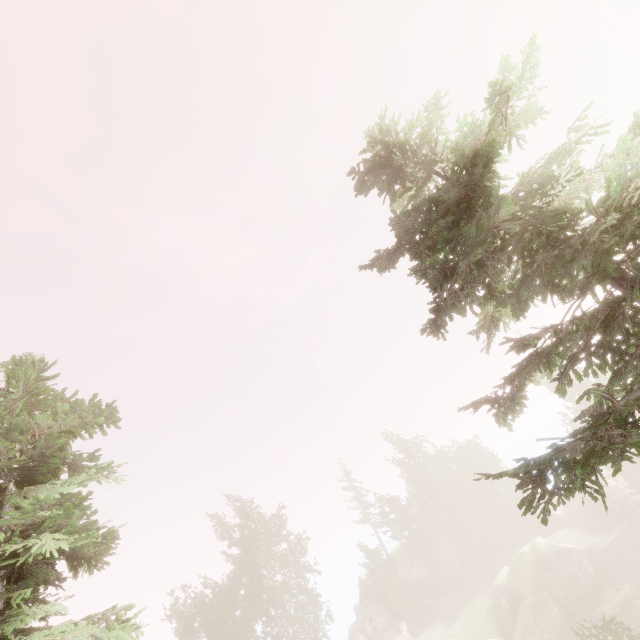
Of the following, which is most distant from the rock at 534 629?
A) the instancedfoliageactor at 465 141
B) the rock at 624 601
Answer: the rock at 624 601

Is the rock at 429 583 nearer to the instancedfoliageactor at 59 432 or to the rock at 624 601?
the instancedfoliageactor at 59 432

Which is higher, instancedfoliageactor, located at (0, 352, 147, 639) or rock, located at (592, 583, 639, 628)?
instancedfoliageactor, located at (0, 352, 147, 639)

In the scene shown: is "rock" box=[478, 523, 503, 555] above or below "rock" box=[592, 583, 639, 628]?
above

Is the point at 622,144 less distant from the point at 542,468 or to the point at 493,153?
the point at 493,153

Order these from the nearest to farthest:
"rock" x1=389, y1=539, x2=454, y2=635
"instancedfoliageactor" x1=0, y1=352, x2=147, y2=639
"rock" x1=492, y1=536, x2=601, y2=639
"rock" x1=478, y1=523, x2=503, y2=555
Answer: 1. "instancedfoliageactor" x1=0, y1=352, x2=147, y2=639
2. "rock" x1=492, y1=536, x2=601, y2=639
3. "rock" x1=389, y1=539, x2=454, y2=635
4. "rock" x1=478, y1=523, x2=503, y2=555

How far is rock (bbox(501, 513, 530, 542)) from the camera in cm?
4662

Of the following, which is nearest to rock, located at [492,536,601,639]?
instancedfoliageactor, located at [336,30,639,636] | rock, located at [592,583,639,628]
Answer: instancedfoliageactor, located at [336,30,639,636]
